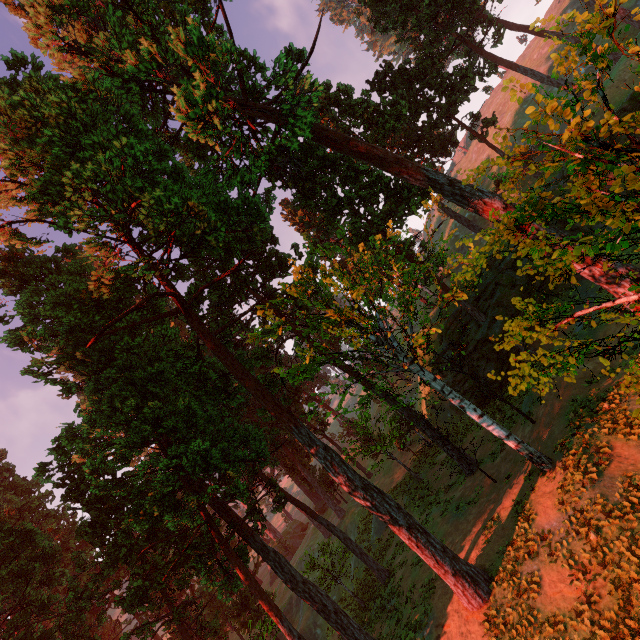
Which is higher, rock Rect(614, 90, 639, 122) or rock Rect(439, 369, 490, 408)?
rock Rect(614, 90, 639, 122)

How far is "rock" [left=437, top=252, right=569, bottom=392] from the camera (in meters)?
25.94

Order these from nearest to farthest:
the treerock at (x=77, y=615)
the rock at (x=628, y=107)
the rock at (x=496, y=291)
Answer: the treerock at (x=77, y=615) → the rock at (x=628, y=107) → the rock at (x=496, y=291)

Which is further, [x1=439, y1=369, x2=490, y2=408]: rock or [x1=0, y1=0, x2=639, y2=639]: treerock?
[x1=439, y1=369, x2=490, y2=408]: rock

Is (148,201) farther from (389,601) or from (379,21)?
(379,21)

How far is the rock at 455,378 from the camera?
28.14m

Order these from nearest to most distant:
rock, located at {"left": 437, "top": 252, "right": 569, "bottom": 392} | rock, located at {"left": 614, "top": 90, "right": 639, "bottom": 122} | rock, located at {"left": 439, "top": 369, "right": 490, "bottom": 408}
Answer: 1. rock, located at {"left": 614, "top": 90, "right": 639, "bottom": 122}
2. rock, located at {"left": 437, "top": 252, "right": 569, "bottom": 392}
3. rock, located at {"left": 439, "top": 369, "right": 490, "bottom": 408}

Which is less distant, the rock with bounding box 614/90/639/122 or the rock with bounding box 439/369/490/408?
the rock with bounding box 614/90/639/122
